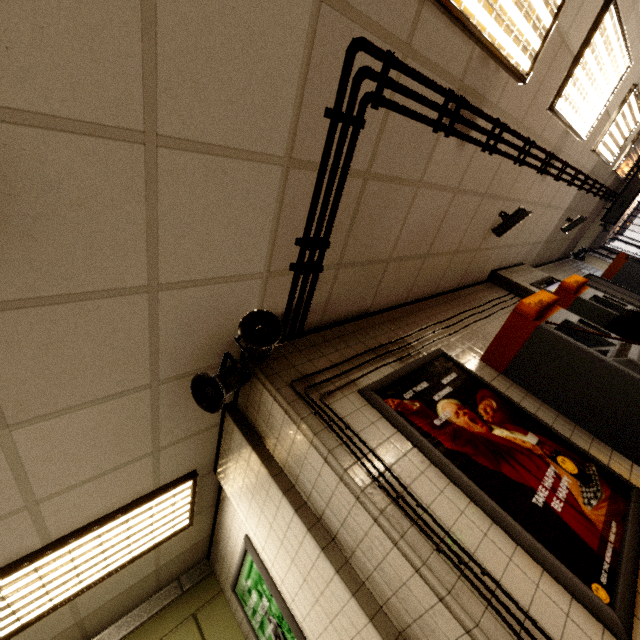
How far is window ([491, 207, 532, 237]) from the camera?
4.3m

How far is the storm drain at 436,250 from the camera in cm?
246

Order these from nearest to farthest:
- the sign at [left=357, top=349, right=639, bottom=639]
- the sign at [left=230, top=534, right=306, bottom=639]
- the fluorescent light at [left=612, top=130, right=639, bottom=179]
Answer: the sign at [left=357, top=349, right=639, bottom=639] → the sign at [left=230, top=534, right=306, bottom=639] → the fluorescent light at [left=612, top=130, right=639, bottom=179]

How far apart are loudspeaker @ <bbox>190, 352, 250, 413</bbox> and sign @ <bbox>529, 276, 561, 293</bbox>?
5.2m

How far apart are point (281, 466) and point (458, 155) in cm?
318

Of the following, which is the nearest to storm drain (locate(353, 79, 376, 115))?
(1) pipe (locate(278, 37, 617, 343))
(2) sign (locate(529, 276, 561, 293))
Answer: (1) pipe (locate(278, 37, 617, 343))

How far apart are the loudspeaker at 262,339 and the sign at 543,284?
5.2 meters
